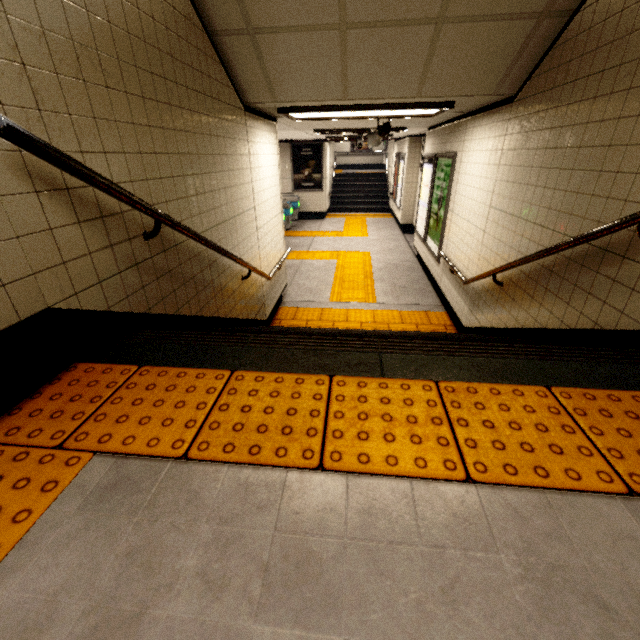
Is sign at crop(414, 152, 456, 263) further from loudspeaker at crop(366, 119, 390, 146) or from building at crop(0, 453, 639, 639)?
building at crop(0, 453, 639, 639)

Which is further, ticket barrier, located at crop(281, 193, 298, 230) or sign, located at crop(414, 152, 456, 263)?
ticket barrier, located at crop(281, 193, 298, 230)

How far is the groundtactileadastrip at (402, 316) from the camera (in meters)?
5.16

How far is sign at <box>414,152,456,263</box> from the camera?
5.4 meters

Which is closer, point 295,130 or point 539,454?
point 539,454

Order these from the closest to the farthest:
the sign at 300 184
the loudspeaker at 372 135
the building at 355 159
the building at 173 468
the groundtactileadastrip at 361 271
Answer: the building at 173 468 → the loudspeaker at 372 135 → the groundtactileadastrip at 361 271 → the sign at 300 184 → the building at 355 159

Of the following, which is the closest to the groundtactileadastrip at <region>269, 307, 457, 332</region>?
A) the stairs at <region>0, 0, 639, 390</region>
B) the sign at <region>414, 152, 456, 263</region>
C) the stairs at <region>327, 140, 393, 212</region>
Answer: the stairs at <region>0, 0, 639, 390</region>

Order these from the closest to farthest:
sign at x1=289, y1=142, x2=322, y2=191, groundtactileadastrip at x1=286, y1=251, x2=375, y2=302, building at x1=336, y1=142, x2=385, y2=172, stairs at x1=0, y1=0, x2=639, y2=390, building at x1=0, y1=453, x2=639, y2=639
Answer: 1. building at x1=0, y1=453, x2=639, y2=639
2. stairs at x1=0, y1=0, x2=639, y2=390
3. groundtactileadastrip at x1=286, y1=251, x2=375, y2=302
4. sign at x1=289, y1=142, x2=322, y2=191
5. building at x1=336, y1=142, x2=385, y2=172
